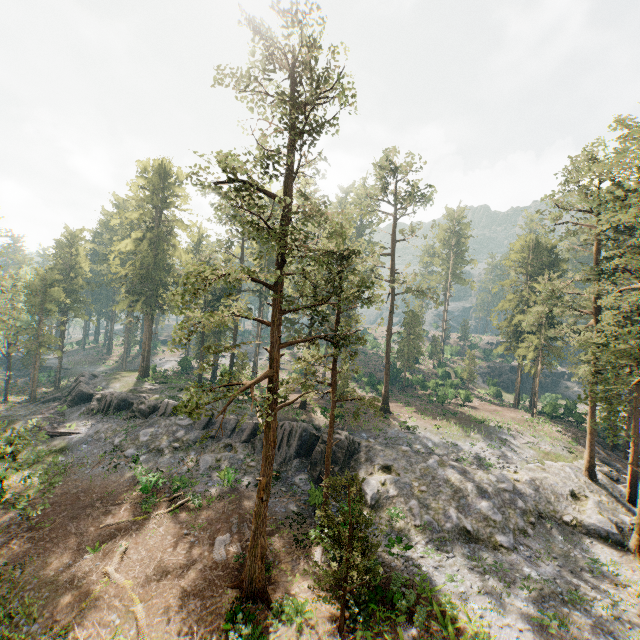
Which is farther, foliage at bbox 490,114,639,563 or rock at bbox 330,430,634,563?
rock at bbox 330,430,634,563

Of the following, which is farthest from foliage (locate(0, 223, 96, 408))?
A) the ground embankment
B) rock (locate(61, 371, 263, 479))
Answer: the ground embankment

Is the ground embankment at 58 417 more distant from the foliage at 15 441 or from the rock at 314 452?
the foliage at 15 441

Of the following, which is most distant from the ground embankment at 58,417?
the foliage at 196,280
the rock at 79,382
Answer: the foliage at 196,280

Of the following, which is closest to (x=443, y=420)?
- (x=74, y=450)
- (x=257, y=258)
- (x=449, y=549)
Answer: (x=449, y=549)

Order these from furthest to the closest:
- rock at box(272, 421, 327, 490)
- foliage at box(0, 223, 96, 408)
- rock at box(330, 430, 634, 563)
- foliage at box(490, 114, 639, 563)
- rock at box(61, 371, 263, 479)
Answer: foliage at box(0, 223, 96, 408), rock at box(61, 371, 263, 479), rock at box(272, 421, 327, 490), rock at box(330, 430, 634, 563), foliage at box(490, 114, 639, 563)
